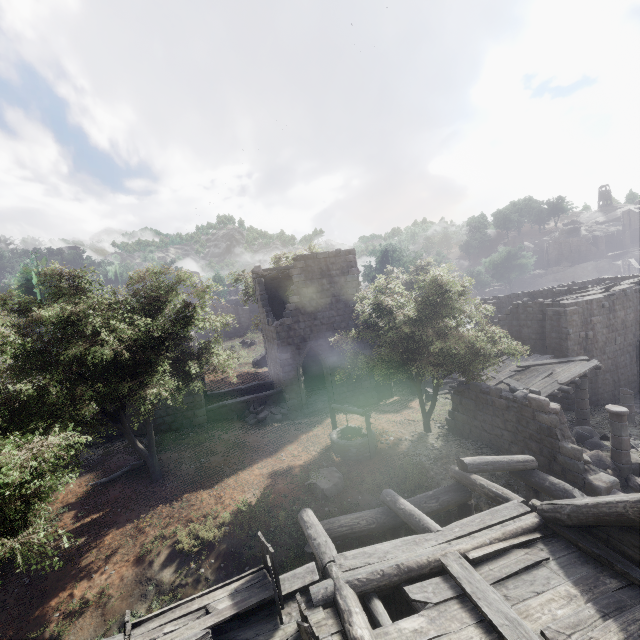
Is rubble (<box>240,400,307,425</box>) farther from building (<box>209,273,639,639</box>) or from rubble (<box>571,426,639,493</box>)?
rubble (<box>571,426,639,493</box>)

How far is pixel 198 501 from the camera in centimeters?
1115cm

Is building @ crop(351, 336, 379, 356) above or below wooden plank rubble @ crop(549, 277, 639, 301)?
below

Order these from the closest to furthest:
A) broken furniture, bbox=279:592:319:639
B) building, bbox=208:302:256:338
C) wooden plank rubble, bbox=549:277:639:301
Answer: broken furniture, bbox=279:592:319:639 < wooden plank rubble, bbox=549:277:639:301 < building, bbox=208:302:256:338

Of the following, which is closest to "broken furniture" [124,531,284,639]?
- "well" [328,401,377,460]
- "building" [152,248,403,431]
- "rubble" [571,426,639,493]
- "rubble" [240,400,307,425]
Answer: "building" [152,248,403,431]

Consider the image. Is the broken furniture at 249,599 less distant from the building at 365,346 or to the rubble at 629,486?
the building at 365,346

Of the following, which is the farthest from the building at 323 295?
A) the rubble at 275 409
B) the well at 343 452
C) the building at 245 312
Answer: the building at 245 312

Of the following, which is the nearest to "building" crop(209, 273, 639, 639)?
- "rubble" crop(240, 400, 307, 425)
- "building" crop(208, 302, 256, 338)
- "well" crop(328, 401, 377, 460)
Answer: "rubble" crop(240, 400, 307, 425)
